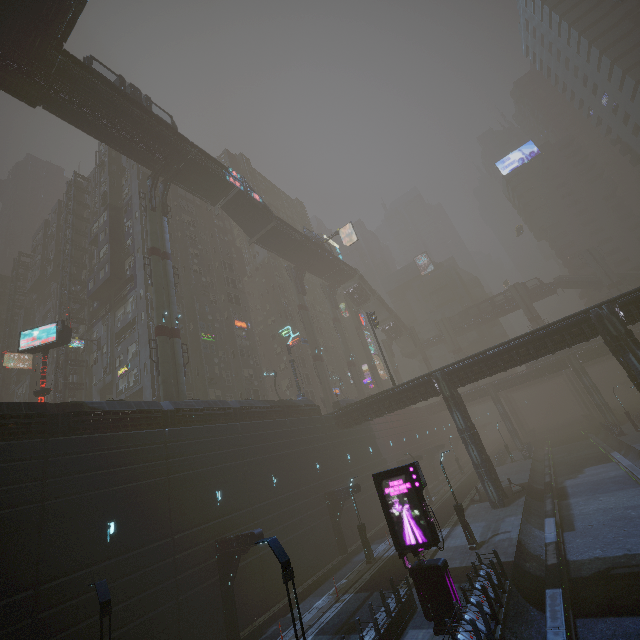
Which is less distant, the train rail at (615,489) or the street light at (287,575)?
the street light at (287,575)

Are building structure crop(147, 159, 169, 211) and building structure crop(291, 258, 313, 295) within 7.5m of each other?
no

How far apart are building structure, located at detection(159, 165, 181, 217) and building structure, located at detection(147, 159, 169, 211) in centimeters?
57cm

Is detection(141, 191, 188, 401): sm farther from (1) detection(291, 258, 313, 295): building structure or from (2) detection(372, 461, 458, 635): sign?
(1) detection(291, 258, 313, 295): building structure

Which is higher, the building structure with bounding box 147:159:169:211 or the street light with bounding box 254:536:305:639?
the building structure with bounding box 147:159:169:211

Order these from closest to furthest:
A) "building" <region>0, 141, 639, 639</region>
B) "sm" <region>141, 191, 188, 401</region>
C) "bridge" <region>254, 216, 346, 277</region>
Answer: "building" <region>0, 141, 639, 639</region>, "sm" <region>141, 191, 188, 401</region>, "bridge" <region>254, 216, 346, 277</region>

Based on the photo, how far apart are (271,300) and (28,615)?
49.1m

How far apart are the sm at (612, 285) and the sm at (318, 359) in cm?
5532
